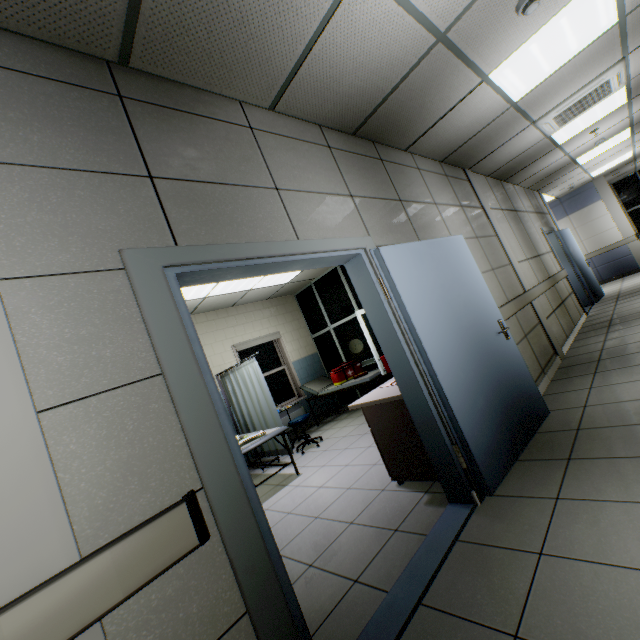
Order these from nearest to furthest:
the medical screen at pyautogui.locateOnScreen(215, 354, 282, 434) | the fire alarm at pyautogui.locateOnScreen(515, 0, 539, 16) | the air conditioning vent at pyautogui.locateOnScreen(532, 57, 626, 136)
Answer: the fire alarm at pyautogui.locateOnScreen(515, 0, 539, 16), the air conditioning vent at pyautogui.locateOnScreen(532, 57, 626, 136), the medical screen at pyautogui.locateOnScreen(215, 354, 282, 434)

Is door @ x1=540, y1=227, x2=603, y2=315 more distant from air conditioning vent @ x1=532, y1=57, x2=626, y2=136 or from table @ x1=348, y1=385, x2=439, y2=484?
table @ x1=348, y1=385, x2=439, y2=484

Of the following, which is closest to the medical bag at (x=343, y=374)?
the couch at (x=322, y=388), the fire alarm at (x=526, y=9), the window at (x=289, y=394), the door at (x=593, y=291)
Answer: the couch at (x=322, y=388)

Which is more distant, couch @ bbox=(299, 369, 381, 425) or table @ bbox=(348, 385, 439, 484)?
couch @ bbox=(299, 369, 381, 425)

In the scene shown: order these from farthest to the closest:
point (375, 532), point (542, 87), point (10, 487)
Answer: point (542, 87) → point (375, 532) → point (10, 487)

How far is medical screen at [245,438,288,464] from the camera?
5.3m

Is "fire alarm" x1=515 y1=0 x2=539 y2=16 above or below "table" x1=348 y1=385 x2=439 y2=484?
above

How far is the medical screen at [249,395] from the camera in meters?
5.3 m
